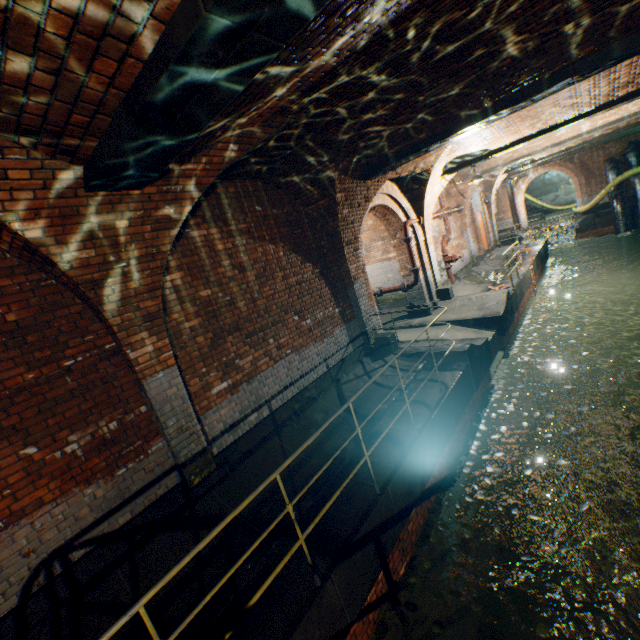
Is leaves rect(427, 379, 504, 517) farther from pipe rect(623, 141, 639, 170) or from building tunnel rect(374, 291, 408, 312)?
pipe rect(623, 141, 639, 170)

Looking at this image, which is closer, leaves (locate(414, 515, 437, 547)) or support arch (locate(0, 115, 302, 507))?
support arch (locate(0, 115, 302, 507))

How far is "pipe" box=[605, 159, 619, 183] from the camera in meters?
21.0

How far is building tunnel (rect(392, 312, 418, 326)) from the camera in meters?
11.3 m

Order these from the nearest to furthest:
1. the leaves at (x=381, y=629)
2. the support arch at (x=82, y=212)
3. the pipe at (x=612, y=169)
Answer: the support arch at (x=82, y=212) → the leaves at (x=381, y=629) → the pipe at (x=612, y=169)

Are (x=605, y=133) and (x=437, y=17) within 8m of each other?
no

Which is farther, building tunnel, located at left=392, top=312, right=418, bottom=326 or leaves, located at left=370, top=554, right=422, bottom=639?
building tunnel, located at left=392, top=312, right=418, bottom=326

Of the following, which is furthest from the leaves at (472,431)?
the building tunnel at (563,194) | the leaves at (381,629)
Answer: the building tunnel at (563,194)
